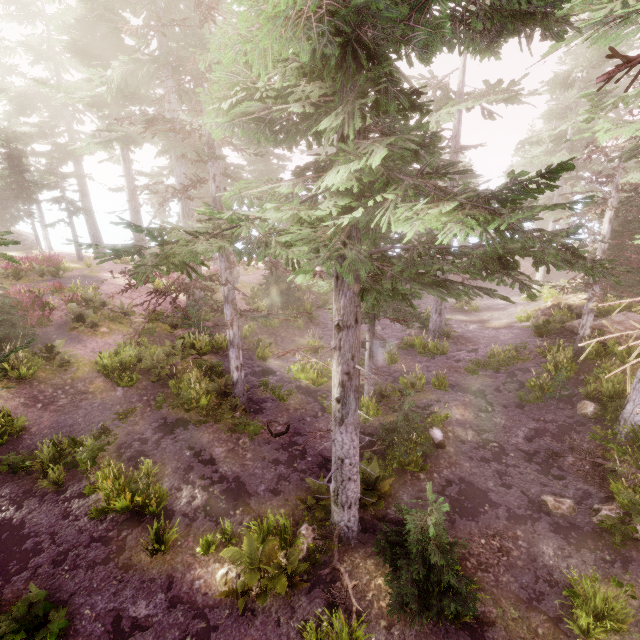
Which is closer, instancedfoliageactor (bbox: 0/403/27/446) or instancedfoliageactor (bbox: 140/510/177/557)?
instancedfoliageactor (bbox: 140/510/177/557)

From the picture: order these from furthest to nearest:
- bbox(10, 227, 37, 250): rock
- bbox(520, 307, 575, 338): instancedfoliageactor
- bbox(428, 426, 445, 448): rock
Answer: bbox(10, 227, 37, 250): rock
bbox(520, 307, 575, 338): instancedfoliageactor
bbox(428, 426, 445, 448): rock

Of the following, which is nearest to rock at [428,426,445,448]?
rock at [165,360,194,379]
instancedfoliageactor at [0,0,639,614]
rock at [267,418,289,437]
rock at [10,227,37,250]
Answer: instancedfoliageactor at [0,0,639,614]

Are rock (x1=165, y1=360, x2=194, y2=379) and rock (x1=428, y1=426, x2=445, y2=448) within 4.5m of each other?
no

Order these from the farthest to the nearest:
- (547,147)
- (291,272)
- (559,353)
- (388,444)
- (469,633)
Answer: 1. (547,147)
2. (291,272)
3. (559,353)
4. (388,444)
5. (469,633)

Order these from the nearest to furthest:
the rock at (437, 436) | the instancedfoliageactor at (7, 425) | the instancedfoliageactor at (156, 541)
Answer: the instancedfoliageactor at (156, 541) → the instancedfoliageactor at (7, 425) → the rock at (437, 436)

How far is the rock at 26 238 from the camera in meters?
37.8

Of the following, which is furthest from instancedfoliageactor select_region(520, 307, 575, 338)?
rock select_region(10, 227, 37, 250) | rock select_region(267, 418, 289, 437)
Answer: rock select_region(267, 418, 289, 437)
